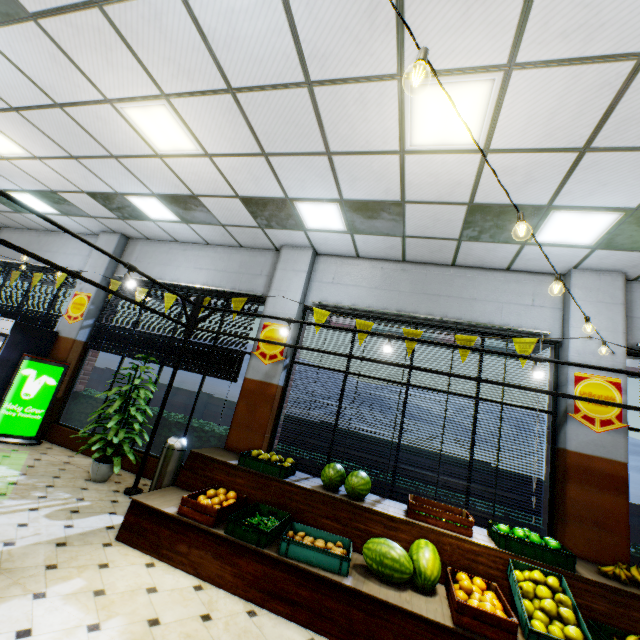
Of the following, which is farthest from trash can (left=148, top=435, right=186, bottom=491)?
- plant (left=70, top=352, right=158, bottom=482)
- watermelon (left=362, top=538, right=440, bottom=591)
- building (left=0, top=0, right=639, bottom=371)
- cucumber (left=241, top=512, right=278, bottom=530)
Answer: watermelon (left=362, top=538, right=440, bottom=591)

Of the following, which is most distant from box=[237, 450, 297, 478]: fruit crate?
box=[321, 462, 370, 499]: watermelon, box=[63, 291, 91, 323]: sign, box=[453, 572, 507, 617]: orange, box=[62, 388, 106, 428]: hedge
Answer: box=[63, 291, 91, 323]: sign

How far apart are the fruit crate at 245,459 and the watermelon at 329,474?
0.4 meters

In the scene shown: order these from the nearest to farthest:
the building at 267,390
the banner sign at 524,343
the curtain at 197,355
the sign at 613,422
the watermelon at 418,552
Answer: the watermelon at 418,552
the sign at 613,422
the banner sign at 524,343
the building at 267,390
the curtain at 197,355

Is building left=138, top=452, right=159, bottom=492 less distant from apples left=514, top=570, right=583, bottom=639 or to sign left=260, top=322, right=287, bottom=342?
sign left=260, top=322, right=287, bottom=342

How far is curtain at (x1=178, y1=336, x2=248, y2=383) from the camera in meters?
6.2 m

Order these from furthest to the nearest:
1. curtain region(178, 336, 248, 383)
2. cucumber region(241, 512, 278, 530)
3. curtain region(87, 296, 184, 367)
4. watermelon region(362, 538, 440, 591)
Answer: curtain region(87, 296, 184, 367)
curtain region(178, 336, 248, 383)
cucumber region(241, 512, 278, 530)
watermelon region(362, 538, 440, 591)

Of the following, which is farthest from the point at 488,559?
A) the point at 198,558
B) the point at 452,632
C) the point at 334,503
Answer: the point at 198,558
